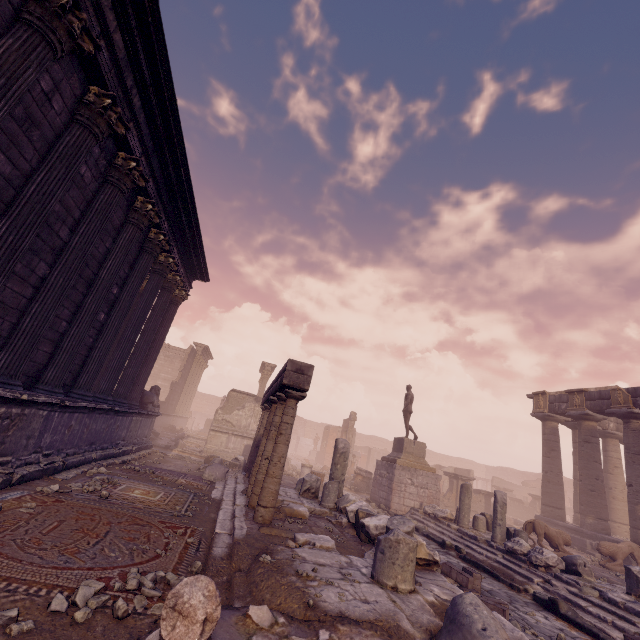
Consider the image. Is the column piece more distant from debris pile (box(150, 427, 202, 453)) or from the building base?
debris pile (box(150, 427, 202, 453))

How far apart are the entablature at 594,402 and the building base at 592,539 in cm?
529

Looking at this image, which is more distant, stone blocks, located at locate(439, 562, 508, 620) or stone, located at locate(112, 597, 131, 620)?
stone blocks, located at locate(439, 562, 508, 620)

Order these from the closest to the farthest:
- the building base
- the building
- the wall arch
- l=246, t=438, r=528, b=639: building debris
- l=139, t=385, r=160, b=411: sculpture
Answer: l=246, t=438, r=528, b=639: building debris → the building → l=139, t=385, r=160, b=411: sculpture → the building base → the wall arch

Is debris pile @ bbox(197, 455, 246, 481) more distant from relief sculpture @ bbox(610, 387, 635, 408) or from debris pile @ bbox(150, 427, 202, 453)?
relief sculpture @ bbox(610, 387, 635, 408)

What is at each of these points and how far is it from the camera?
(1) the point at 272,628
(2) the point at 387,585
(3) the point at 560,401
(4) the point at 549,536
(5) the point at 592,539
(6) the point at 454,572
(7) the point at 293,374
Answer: (1) debris pile, 2.7 meters
(2) building debris, 3.9 meters
(3) entablature, 18.0 meters
(4) sculpture, 11.6 meters
(5) building base, 14.5 meters
(6) stone blocks, 6.4 meters
(7) entablature, 6.5 meters

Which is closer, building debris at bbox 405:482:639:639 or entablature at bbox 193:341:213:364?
building debris at bbox 405:482:639:639

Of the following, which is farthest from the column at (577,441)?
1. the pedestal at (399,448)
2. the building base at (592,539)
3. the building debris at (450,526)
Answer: the pedestal at (399,448)
